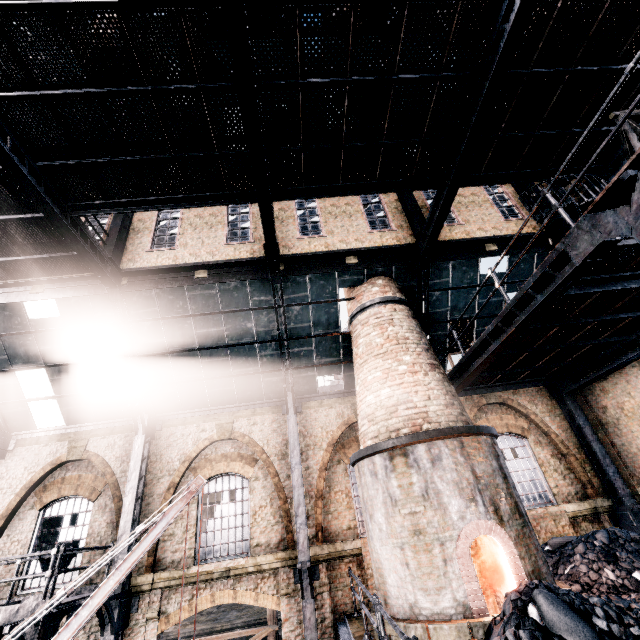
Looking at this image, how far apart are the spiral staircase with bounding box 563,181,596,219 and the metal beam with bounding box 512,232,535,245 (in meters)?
2.87

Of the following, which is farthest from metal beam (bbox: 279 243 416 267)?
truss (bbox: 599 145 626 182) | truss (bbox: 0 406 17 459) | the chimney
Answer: truss (bbox: 0 406 17 459)

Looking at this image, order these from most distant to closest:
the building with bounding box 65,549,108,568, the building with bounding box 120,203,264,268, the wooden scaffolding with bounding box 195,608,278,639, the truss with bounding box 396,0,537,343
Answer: the wooden scaffolding with bounding box 195,608,278,639, the building with bounding box 120,203,264,268, the building with bounding box 65,549,108,568, the truss with bounding box 396,0,537,343

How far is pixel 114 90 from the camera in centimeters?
739cm

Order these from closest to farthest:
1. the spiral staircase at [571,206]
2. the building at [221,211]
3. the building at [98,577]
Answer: the spiral staircase at [571,206], the building at [98,577], the building at [221,211]

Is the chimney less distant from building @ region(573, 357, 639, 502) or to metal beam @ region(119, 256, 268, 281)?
building @ region(573, 357, 639, 502)

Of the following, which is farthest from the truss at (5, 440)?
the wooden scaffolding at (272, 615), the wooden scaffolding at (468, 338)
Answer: the wooden scaffolding at (468, 338)

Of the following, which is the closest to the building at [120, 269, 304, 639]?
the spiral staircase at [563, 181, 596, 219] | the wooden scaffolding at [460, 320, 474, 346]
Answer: the spiral staircase at [563, 181, 596, 219]
